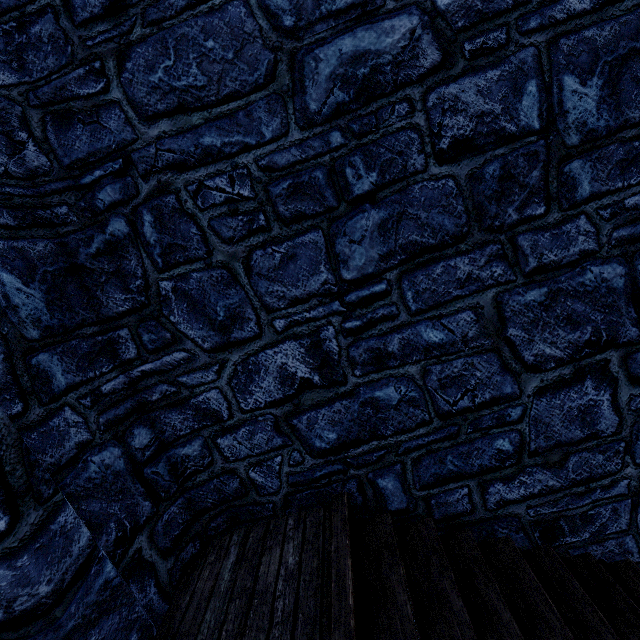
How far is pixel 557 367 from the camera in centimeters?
287cm
